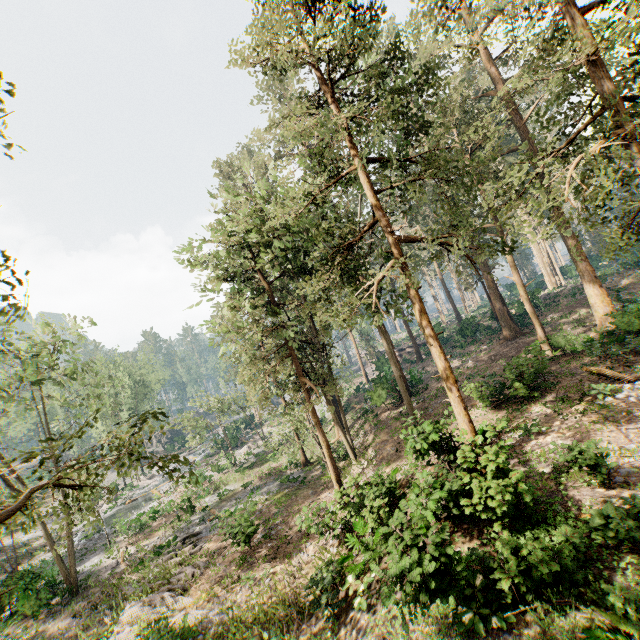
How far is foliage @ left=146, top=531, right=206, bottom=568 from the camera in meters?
19.3 m

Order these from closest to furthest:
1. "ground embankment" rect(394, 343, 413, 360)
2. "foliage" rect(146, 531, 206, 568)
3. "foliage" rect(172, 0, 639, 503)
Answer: "foliage" rect(172, 0, 639, 503)
"foliage" rect(146, 531, 206, 568)
"ground embankment" rect(394, 343, 413, 360)

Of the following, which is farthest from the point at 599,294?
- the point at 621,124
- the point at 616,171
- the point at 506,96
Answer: the point at 621,124

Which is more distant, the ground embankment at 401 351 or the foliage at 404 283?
the ground embankment at 401 351

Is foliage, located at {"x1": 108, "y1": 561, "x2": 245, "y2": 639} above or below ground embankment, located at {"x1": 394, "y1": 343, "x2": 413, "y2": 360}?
below

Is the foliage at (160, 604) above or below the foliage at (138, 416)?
below

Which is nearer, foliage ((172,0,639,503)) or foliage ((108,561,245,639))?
foliage ((172,0,639,503))
